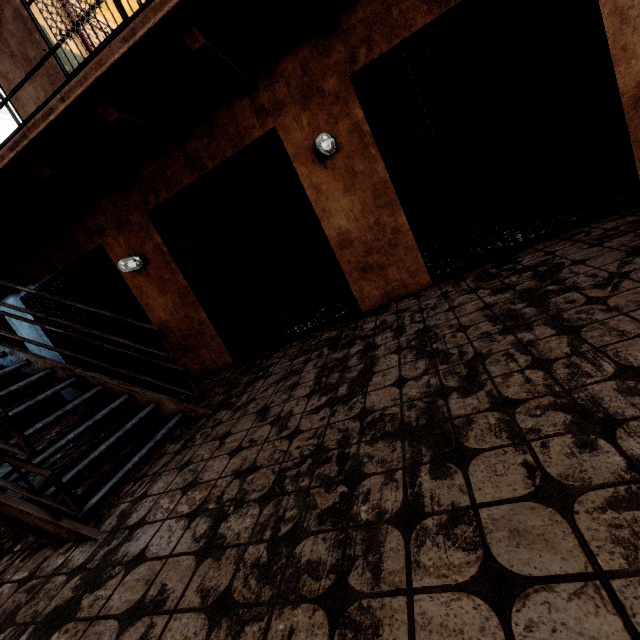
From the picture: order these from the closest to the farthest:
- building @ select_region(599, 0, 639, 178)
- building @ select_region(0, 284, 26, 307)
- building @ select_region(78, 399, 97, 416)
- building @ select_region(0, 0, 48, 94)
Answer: building @ select_region(599, 0, 639, 178)
building @ select_region(0, 0, 48, 94)
building @ select_region(0, 284, 26, 307)
building @ select_region(78, 399, 97, 416)

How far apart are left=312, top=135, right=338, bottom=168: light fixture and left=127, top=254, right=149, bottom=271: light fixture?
2.73m

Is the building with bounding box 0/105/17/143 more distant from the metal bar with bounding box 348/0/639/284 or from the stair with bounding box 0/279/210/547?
the metal bar with bounding box 348/0/639/284

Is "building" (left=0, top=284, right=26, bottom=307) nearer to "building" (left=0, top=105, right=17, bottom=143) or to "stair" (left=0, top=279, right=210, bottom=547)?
"building" (left=0, top=105, right=17, bottom=143)

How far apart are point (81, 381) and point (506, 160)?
5.1 meters

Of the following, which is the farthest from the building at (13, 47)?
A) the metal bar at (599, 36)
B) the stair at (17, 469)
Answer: the stair at (17, 469)

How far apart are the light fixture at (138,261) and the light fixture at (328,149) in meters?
2.7

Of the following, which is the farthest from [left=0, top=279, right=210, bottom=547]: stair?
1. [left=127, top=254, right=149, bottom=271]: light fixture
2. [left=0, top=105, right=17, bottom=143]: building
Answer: [left=0, top=105, right=17, bottom=143]: building
